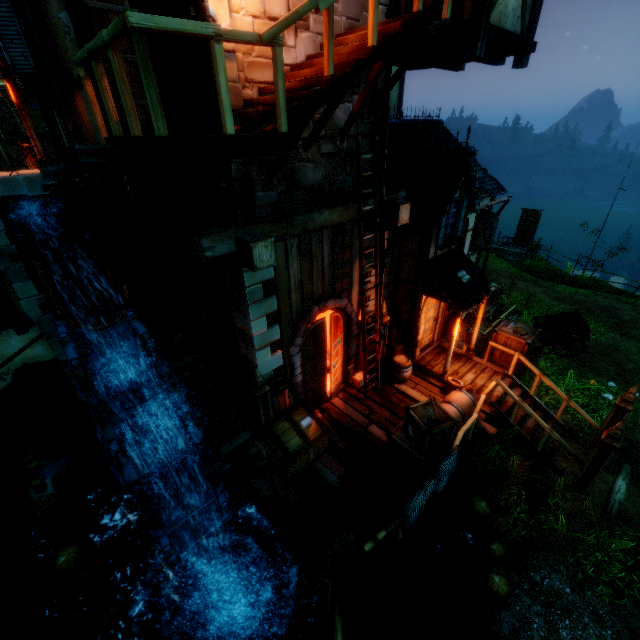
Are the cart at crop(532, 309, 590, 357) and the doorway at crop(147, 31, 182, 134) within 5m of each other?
no

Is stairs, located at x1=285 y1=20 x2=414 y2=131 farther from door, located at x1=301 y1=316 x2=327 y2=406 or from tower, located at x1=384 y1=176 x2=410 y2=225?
door, located at x1=301 y1=316 x2=327 y2=406

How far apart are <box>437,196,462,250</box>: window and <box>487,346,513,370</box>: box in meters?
3.1 m

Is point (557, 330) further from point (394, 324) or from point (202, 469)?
point (202, 469)

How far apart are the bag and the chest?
0.0m

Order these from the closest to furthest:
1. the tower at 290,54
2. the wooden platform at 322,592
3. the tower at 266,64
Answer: the tower at 266,64 → the tower at 290,54 → the wooden platform at 322,592

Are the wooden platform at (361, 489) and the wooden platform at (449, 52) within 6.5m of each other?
no

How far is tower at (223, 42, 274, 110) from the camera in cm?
475
